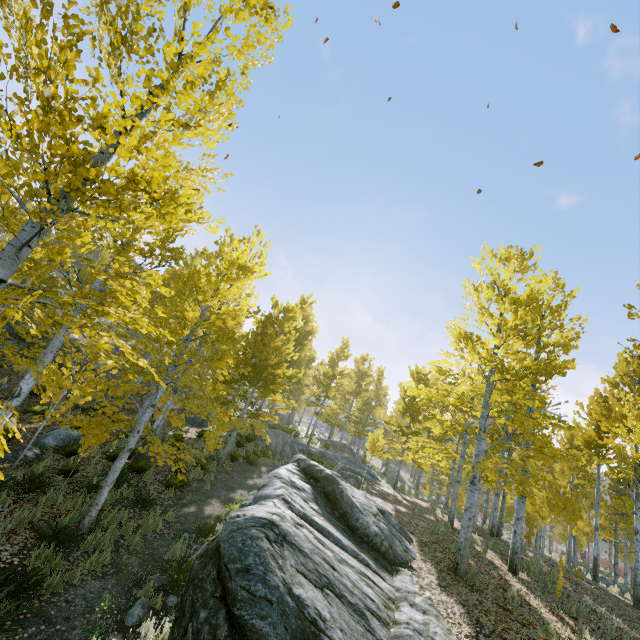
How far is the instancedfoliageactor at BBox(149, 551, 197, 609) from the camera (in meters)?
6.26

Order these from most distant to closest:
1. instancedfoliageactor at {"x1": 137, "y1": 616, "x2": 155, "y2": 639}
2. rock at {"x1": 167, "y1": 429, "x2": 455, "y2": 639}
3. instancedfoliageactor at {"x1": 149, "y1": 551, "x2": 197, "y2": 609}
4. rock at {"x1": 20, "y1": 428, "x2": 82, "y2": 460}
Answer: rock at {"x1": 20, "y1": 428, "x2": 82, "y2": 460} < instancedfoliageactor at {"x1": 149, "y1": 551, "x2": 197, "y2": 609} < instancedfoliageactor at {"x1": 137, "y1": 616, "x2": 155, "y2": 639} < rock at {"x1": 167, "y1": 429, "x2": 455, "y2": 639}

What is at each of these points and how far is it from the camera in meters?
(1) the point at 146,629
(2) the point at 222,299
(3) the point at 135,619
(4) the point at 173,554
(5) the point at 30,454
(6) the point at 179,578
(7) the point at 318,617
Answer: (1) instancedfoliageactor, 5.4 m
(2) instancedfoliageactor, 9.6 m
(3) rock, 5.7 m
(4) instancedfoliageactor, 7.8 m
(5) rock, 11.1 m
(6) instancedfoliageactor, 6.8 m
(7) rock, 4.0 m

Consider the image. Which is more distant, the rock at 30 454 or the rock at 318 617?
the rock at 30 454

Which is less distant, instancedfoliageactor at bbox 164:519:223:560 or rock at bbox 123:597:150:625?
rock at bbox 123:597:150:625

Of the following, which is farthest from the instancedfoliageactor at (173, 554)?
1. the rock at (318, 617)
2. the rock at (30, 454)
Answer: the rock at (30, 454)

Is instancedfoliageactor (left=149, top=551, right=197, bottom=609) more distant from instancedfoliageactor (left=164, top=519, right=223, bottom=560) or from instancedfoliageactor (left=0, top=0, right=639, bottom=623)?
instancedfoliageactor (left=0, top=0, right=639, bottom=623)

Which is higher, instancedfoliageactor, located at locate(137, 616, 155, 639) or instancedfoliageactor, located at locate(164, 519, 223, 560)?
instancedfoliageactor, located at locate(164, 519, 223, 560)
